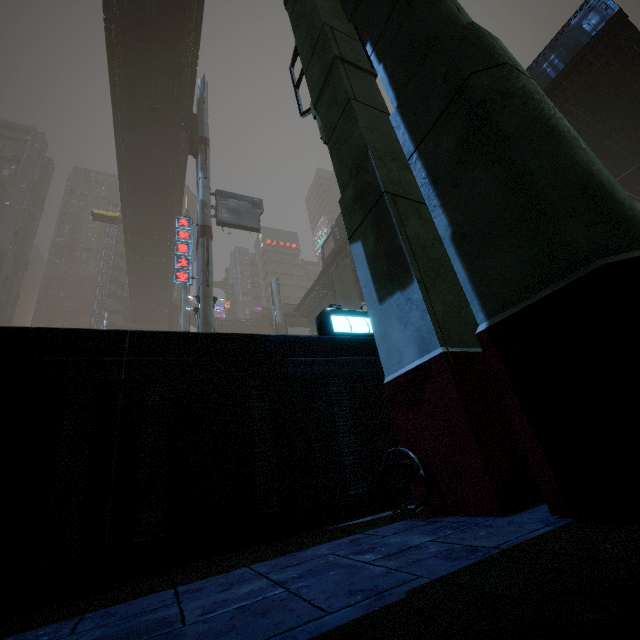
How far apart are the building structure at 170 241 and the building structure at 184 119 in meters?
14.7 m

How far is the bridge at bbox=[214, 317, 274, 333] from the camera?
54.6 meters

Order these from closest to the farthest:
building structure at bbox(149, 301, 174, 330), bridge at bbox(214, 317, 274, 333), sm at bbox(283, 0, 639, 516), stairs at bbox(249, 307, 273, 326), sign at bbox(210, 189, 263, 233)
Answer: sm at bbox(283, 0, 639, 516) → sign at bbox(210, 189, 263, 233) → stairs at bbox(249, 307, 273, 326) → building structure at bbox(149, 301, 174, 330) → bridge at bbox(214, 317, 274, 333)

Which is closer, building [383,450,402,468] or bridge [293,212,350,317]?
building [383,450,402,468]

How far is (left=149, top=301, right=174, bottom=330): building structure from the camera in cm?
4922

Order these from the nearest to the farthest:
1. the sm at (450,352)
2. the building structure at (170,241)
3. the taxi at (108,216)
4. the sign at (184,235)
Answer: the sm at (450,352), the sign at (184,235), the building structure at (170,241), the taxi at (108,216)

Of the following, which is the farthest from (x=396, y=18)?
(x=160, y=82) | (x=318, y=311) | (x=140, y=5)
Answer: (x=318, y=311)

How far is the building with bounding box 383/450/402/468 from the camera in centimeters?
344cm
